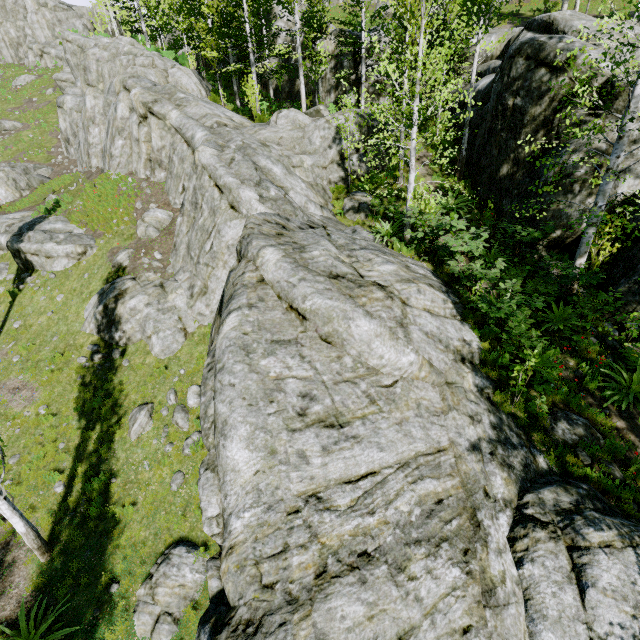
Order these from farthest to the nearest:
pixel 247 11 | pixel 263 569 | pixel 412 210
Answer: pixel 247 11 < pixel 412 210 < pixel 263 569

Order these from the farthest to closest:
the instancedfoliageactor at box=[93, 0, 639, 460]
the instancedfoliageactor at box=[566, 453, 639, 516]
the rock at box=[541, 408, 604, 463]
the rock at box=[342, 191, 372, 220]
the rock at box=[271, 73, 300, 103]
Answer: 1. the rock at box=[271, 73, 300, 103]
2. the rock at box=[342, 191, 372, 220]
3. the instancedfoliageactor at box=[93, 0, 639, 460]
4. the rock at box=[541, 408, 604, 463]
5. the instancedfoliageactor at box=[566, 453, 639, 516]

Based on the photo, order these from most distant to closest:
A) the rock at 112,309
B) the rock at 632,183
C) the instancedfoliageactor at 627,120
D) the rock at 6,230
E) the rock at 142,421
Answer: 1. the rock at 6,230
2. the rock at 142,421
3. the rock at 632,183
4. the instancedfoliageactor at 627,120
5. the rock at 112,309

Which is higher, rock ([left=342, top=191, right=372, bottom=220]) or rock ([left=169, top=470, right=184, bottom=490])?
rock ([left=342, top=191, right=372, bottom=220])

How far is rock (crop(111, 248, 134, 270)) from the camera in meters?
14.7

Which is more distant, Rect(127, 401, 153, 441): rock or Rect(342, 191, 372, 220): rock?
Rect(342, 191, 372, 220): rock

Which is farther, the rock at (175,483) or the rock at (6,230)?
the rock at (6,230)
